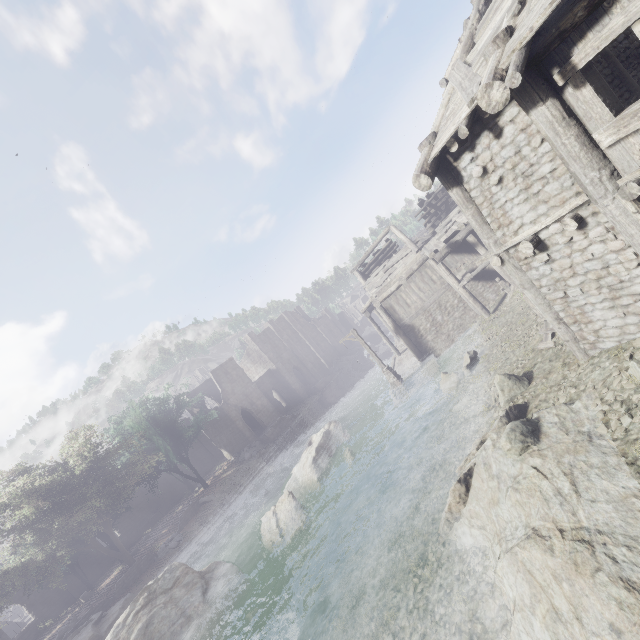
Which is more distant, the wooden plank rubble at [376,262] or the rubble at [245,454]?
the rubble at [245,454]

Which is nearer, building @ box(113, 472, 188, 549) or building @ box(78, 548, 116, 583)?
building @ box(78, 548, 116, 583)

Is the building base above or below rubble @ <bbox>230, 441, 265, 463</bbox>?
below

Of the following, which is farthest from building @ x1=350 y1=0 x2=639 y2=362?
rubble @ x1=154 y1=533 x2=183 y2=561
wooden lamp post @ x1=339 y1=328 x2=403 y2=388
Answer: rubble @ x1=154 y1=533 x2=183 y2=561

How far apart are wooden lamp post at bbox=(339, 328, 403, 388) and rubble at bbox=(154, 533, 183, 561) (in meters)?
19.80

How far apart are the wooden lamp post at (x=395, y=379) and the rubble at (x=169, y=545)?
19.8m

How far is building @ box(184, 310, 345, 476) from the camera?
38.50m

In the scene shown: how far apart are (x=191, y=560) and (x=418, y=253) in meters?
26.6 m
